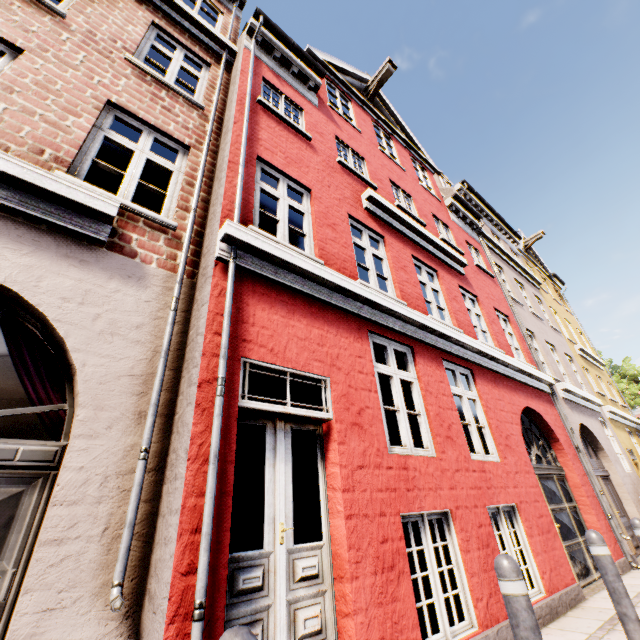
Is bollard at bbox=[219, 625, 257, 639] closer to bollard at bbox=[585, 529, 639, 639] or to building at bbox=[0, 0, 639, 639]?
building at bbox=[0, 0, 639, 639]

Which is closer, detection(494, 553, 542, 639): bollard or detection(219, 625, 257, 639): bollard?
detection(219, 625, 257, 639): bollard

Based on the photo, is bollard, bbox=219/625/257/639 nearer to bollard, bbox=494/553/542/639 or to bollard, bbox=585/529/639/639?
bollard, bbox=494/553/542/639

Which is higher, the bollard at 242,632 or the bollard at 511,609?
the bollard at 242,632

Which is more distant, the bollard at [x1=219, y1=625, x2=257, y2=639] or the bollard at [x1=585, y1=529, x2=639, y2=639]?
the bollard at [x1=585, y1=529, x2=639, y2=639]

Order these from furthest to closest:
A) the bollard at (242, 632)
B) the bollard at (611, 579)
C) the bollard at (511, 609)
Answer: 1. the bollard at (611, 579)
2. the bollard at (511, 609)
3. the bollard at (242, 632)

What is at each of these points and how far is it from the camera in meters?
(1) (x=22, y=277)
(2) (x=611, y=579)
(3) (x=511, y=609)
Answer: (1) building, 2.8 m
(2) bollard, 3.1 m
(3) bollard, 2.0 m
